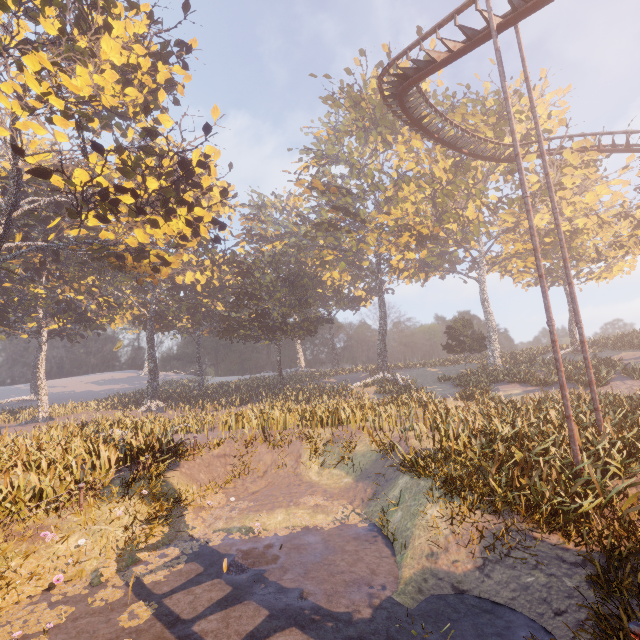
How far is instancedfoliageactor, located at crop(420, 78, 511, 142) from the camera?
31.6m

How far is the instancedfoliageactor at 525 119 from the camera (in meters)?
31.05

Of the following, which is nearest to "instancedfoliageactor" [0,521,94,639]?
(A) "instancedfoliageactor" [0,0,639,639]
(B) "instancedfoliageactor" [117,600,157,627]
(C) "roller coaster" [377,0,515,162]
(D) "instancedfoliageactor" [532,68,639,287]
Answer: (B) "instancedfoliageactor" [117,600,157,627]

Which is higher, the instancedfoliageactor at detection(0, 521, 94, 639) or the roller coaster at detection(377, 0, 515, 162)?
the roller coaster at detection(377, 0, 515, 162)

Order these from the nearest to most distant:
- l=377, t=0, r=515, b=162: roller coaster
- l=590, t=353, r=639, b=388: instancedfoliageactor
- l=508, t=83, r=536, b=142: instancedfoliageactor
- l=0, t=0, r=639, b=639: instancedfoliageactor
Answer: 1. l=0, t=0, r=639, b=639: instancedfoliageactor
2. l=377, t=0, r=515, b=162: roller coaster
3. l=590, t=353, r=639, b=388: instancedfoliageactor
4. l=508, t=83, r=536, b=142: instancedfoliageactor

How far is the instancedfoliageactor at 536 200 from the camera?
31.7 meters

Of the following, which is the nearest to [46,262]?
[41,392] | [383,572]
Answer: [41,392]
